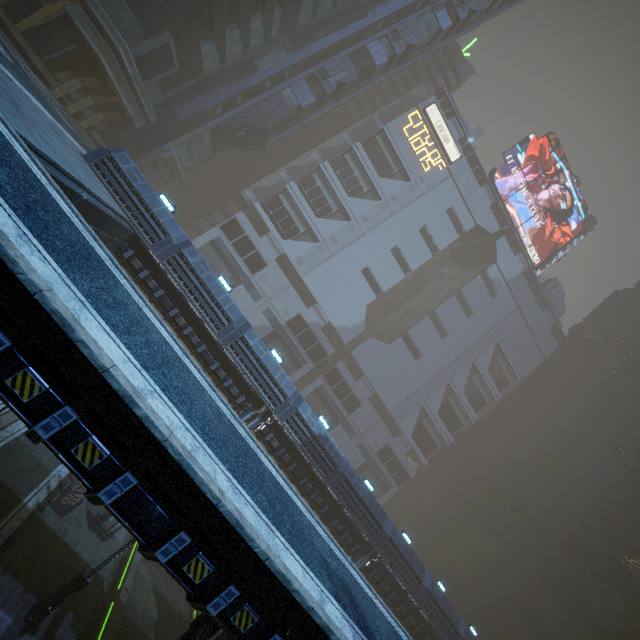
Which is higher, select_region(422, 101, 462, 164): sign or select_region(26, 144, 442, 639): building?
select_region(422, 101, 462, 164): sign

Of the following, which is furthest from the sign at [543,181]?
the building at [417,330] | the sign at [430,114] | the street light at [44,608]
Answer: the street light at [44,608]

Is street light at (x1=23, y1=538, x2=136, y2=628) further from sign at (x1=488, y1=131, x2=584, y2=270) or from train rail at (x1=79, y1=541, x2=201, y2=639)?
sign at (x1=488, y1=131, x2=584, y2=270)

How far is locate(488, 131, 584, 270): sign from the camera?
55.2 meters

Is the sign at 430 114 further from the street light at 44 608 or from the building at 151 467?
the street light at 44 608

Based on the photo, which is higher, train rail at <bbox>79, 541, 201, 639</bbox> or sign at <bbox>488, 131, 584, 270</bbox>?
sign at <bbox>488, 131, 584, 270</bbox>

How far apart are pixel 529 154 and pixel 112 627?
76.01m

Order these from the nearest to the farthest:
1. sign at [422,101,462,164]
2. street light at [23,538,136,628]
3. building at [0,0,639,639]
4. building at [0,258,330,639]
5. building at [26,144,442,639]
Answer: building at [0,258,330,639]
street light at [23,538,136,628]
building at [26,144,442,639]
building at [0,0,639,639]
sign at [422,101,462,164]
